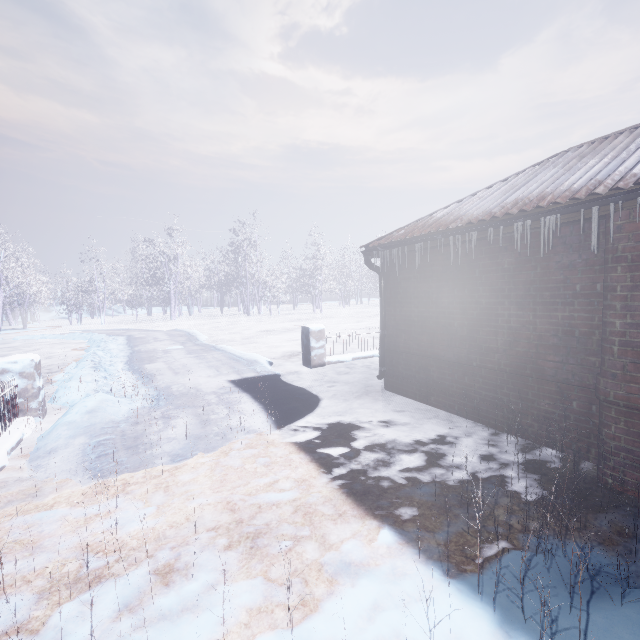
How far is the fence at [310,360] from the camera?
7.04m

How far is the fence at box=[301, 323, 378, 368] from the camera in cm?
704

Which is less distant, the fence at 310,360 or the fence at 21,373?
the fence at 21,373

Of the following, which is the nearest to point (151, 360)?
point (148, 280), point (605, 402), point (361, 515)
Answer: point (361, 515)

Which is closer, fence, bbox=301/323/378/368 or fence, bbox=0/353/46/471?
fence, bbox=0/353/46/471
